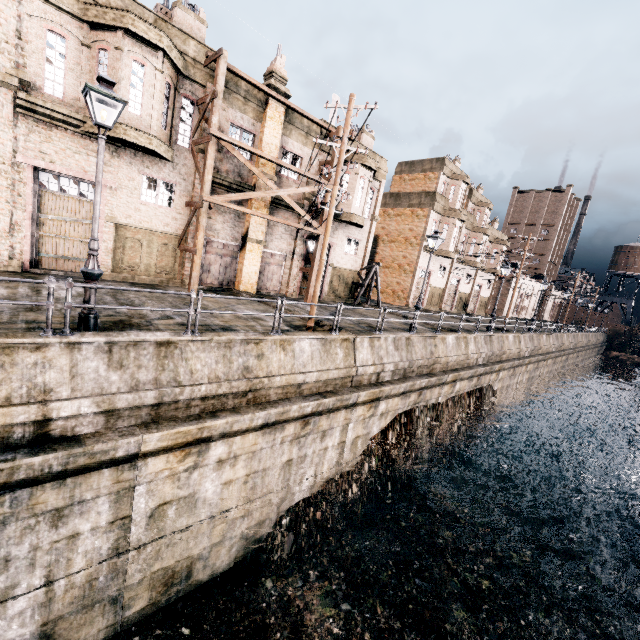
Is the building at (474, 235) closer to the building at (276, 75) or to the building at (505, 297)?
the building at (505, 297)

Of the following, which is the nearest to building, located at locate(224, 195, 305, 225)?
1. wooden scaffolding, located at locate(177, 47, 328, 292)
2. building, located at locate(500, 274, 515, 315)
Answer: wooden scaffolding, located at locate(177, 47, 328, 292)

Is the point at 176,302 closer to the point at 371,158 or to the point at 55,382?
the point at 55,382

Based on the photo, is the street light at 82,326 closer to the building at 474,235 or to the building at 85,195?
the building at 85,195

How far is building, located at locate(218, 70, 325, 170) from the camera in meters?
A: 18.0 m

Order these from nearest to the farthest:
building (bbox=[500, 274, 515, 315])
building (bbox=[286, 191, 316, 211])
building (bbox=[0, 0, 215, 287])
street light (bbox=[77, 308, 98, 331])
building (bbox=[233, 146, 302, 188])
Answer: A: street light (bbox=[77, 308, 98, 331]) < building (bbox=[0, 0, 215, 287]) < building (bbox=[233, 146, 302, 188]) < building (bbox=[286, 191, 316, 211]) < building (bbox=[500, 274, 515, 315])

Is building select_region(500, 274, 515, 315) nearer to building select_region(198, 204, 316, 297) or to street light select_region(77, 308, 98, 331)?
building select_region(198, 204, 316, 297)

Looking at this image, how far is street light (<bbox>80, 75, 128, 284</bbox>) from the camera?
7.0m
